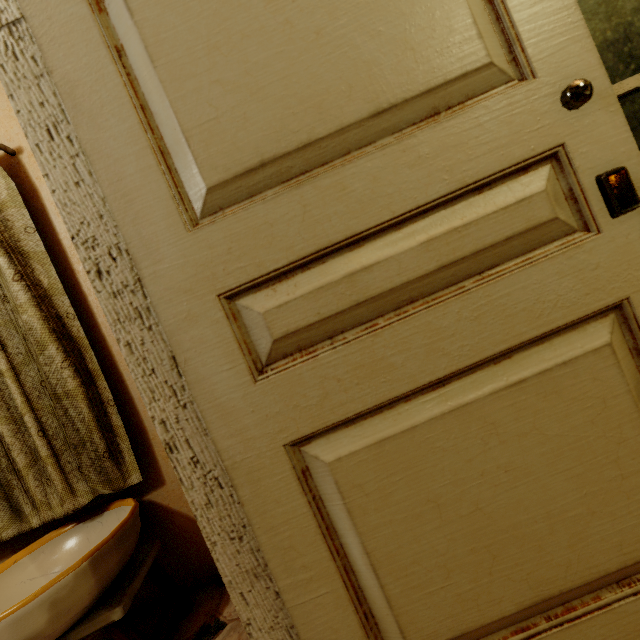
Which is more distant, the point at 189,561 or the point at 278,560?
the point at 189,561

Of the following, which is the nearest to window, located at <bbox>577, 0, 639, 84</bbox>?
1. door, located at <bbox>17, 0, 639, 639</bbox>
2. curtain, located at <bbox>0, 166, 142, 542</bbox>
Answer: door, located at <bbox>17, 0, 639, 639</bbox>

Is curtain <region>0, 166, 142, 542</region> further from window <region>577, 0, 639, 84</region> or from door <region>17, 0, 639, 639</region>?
window <region>577, 0, 639, 84</region>

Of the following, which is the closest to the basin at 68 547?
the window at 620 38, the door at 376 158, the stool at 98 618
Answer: the stool at 98 618

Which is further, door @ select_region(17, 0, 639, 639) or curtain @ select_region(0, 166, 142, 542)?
curtain @ select_region(0, 166, 142, 542)

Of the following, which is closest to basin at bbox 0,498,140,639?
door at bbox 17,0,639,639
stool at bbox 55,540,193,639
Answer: stool at bbox 55,540,193,639

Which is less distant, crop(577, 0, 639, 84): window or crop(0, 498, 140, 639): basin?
crop(0, 498, 140, 639): basin
